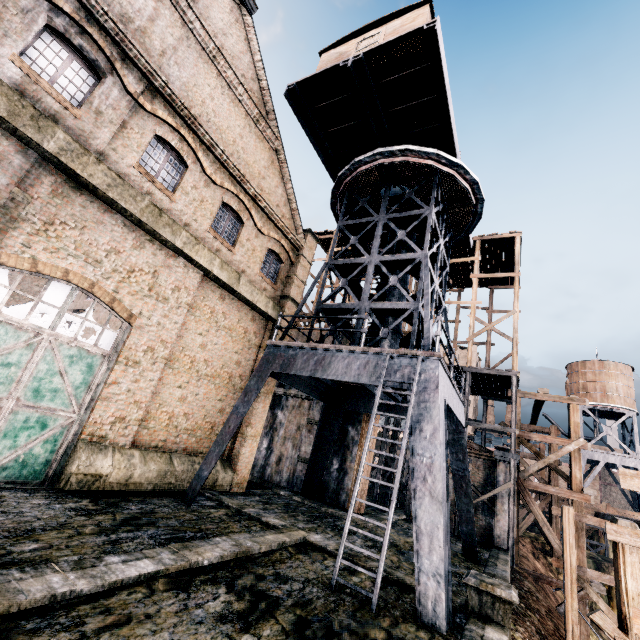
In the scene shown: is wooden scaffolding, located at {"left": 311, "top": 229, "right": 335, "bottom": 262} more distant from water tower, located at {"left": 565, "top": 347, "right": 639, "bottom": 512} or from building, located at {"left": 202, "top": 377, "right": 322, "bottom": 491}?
water tower, located at {"left": 565, "top": 347, "right": 639, "bottom": 512}

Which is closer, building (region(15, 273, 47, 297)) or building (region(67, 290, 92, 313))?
building (region(67, 290, 92, 313))

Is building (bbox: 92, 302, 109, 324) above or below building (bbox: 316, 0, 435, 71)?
below

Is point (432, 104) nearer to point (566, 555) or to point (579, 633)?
point (566, 555)

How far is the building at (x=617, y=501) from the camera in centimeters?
5266cm

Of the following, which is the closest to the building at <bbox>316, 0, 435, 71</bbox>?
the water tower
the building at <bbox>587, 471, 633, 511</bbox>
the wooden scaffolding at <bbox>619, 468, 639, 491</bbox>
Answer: Result: the wooden scaffolding at <bbox>619, 468, 639, 491</bbox>

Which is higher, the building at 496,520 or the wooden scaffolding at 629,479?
the wooden scaffolding at 629,479

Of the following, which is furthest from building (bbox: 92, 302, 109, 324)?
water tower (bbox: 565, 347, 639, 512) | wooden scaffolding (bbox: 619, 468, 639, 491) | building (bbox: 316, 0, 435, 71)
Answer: wooden scaffolding (bbox: 619, 468, 639, 491)
